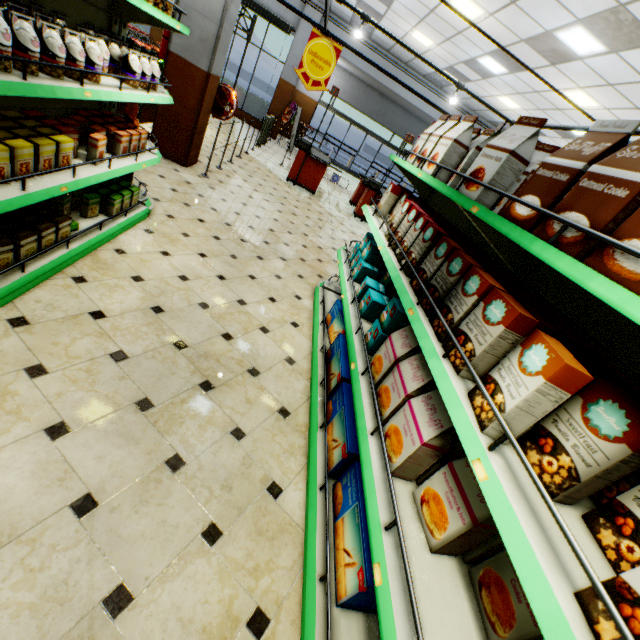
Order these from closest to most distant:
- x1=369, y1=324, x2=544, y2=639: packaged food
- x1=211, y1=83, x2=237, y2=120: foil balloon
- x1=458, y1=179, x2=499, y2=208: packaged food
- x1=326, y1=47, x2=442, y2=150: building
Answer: x1=369, y1=324, x2=544, y2=639: packaged food
x1=458, y1=179, x2=499, y2=208: packaged food
x1=211, y1=83, x2=237, y2=120: foil balloon
x1=326, y1=47, x2=442, y2=150: building

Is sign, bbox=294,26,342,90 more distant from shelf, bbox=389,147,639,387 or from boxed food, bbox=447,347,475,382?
boxed food, bbox=447,347,475,382

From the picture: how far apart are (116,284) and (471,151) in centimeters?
297cm

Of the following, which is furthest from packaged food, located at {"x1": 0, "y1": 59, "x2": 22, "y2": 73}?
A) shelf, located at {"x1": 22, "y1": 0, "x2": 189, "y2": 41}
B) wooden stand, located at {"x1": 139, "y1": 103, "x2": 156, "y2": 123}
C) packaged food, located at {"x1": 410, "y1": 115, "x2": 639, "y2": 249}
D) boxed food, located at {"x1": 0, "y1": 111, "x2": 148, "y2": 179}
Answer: wooden stand, located at {"x1": 139, "y1": 103, "x2": 156, "y2": 123}

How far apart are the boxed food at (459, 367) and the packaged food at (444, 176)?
0.6m

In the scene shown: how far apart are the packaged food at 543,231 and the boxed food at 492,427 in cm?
25

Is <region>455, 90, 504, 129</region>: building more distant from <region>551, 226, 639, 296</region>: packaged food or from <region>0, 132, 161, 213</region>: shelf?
<region>551, 226, 639, 296</region>: packaged food

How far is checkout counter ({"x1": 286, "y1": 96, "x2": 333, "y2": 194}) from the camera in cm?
859
